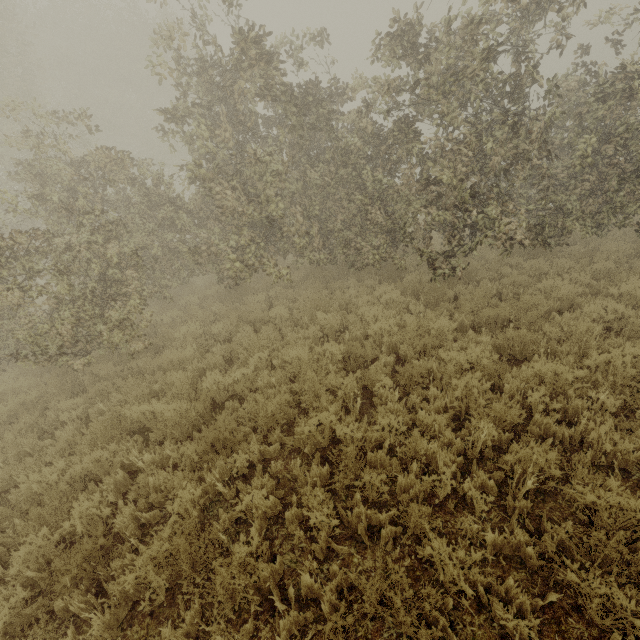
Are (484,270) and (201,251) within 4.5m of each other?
no
